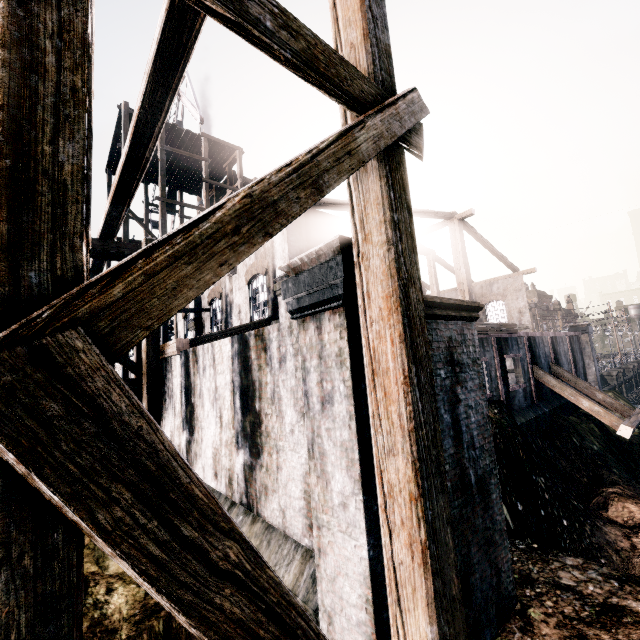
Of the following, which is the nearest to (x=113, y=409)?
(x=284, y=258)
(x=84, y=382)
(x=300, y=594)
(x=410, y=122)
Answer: (x=84, y=382)

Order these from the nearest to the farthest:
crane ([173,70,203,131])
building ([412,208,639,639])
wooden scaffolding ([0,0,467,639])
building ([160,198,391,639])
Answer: wooden scaffolding ([0,0,467,639]) → building ([160,198,391,639]) → building ([412,208,639,639]) → crane ([173,70,203,131])

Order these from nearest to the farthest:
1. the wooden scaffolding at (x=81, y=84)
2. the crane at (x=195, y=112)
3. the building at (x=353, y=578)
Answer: the wooden scaffolding at (x=81, y=84)
the building at (x=353, y=578)
the crane at (x=195, y=112)

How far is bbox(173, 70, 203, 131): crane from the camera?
27.8m

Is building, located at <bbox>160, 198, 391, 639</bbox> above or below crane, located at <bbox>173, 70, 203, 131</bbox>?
below

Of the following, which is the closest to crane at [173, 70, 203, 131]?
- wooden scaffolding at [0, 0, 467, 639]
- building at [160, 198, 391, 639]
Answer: building at [160, 198, 391, 639]

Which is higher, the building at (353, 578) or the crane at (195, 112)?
the crane at (195, 112)

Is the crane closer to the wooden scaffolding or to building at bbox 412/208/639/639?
building at bbox 412/208/639/639
